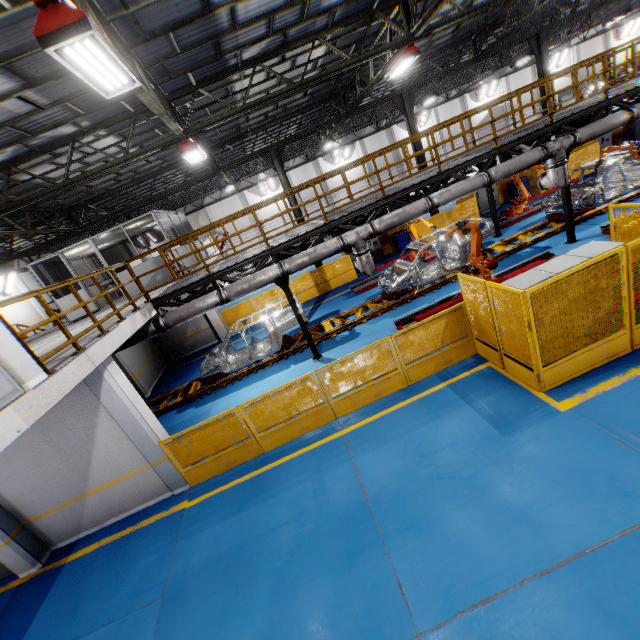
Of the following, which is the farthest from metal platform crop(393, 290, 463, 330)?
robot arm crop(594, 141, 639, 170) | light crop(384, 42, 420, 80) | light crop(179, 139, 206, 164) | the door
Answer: the door

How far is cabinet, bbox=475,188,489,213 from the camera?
19.64m

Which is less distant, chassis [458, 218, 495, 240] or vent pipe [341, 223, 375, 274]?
vent pipe [341, 223, 375, 274]

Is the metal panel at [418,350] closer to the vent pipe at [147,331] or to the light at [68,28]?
the vent pipe at [147,331]

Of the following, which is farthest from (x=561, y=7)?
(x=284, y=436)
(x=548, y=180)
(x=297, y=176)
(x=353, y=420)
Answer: (x=284, y=436)

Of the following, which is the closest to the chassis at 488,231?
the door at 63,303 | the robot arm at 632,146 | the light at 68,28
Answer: the robot arm at 632,146

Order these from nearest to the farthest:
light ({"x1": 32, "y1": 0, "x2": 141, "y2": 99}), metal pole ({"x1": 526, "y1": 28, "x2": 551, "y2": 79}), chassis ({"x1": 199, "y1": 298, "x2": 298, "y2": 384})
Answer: light ({"x1": 32, "y1": 0, "x2": 141, "y2": 99}) < chassis ({"x1": 199, "y1": 298, "x2": 298, "y2": 384}) < metal pole ({"x1": 526, "y1": 28, "x2": 551, "y2": 79})

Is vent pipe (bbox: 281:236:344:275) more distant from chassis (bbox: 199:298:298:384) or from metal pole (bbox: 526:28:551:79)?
metal pole (bbox: 526:28:551:79)
